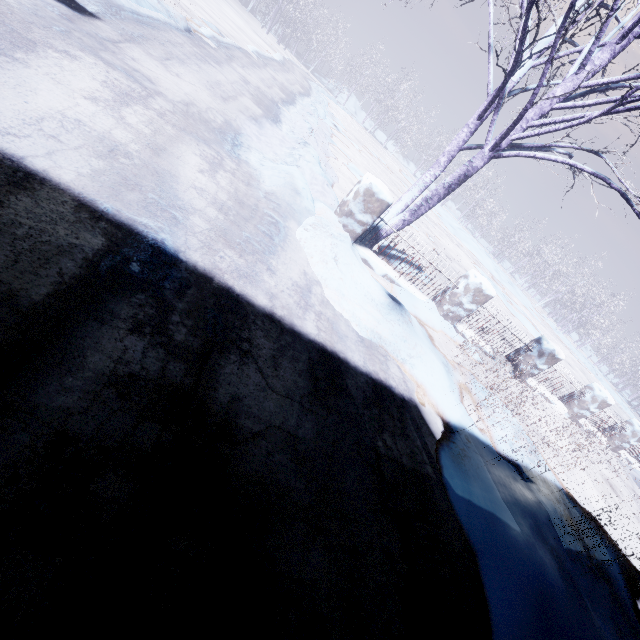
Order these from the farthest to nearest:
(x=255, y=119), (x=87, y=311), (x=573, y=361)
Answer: (x=573, y=361)
(x=255, y=119)
(x=87, y=311)

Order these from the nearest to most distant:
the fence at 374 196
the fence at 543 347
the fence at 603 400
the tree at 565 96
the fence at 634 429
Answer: the tree at 565 96
the fence at 374 196
the fence at 543 347
the fence at 603 400
the fence at 634 429

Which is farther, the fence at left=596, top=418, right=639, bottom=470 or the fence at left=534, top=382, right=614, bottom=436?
the fence at left=596, top=418, right=639, bottom=470

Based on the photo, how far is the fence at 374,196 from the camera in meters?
4.1 m

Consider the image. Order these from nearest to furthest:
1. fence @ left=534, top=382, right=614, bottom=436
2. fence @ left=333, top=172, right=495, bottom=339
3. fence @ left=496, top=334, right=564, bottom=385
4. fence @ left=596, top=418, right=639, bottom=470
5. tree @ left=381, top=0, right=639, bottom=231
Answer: tree @ left=381, top=0, right=639, bottom=231 → fence @ left=333, top=172, right=495, bottom=339 → fence @ left=496, top=334, right=564, bottom=385 → fence @ left=534, top=382, right=614, bottom=436 → fence @ left=596, top=418, right=639, bottom=470

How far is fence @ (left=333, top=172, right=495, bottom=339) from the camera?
4.1 meters
